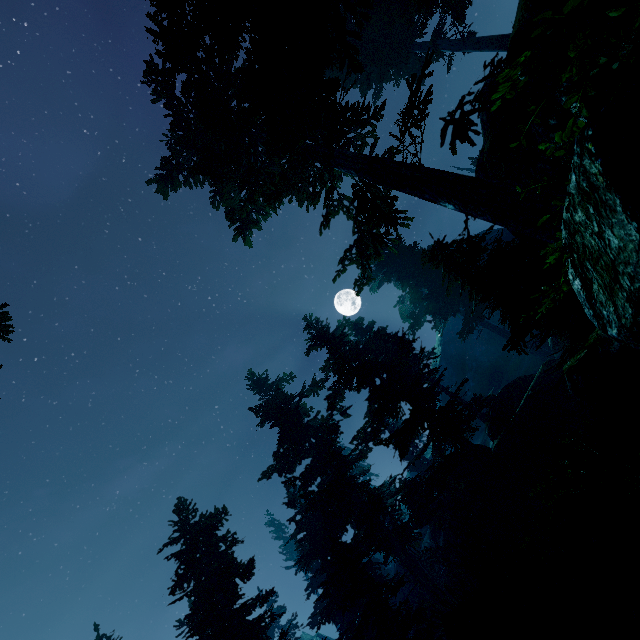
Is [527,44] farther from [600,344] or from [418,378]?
[418,378]

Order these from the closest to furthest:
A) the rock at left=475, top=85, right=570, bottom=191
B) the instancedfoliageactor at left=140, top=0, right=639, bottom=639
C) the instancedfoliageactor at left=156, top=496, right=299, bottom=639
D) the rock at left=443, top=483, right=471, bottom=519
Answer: the instancedfoliageactor at left=140, top=0, right=639, bottom=639 < the rock at left=475, top=85, right=570, bottom=191 < the instancedfoliageactor at left=156, top=496, right=299, bottom=639 < the rock at left=443, top=483, right=471, bottom=519

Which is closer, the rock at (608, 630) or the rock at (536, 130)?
the rock at (608, 630)

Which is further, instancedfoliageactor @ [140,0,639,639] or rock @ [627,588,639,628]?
rock @ [627,588,639,628]

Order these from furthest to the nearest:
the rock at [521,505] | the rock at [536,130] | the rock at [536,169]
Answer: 1. the rock at [521,505]
2. the rock at [536,169]
3. the rock at [536,130]

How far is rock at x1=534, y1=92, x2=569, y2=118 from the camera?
5.8m
